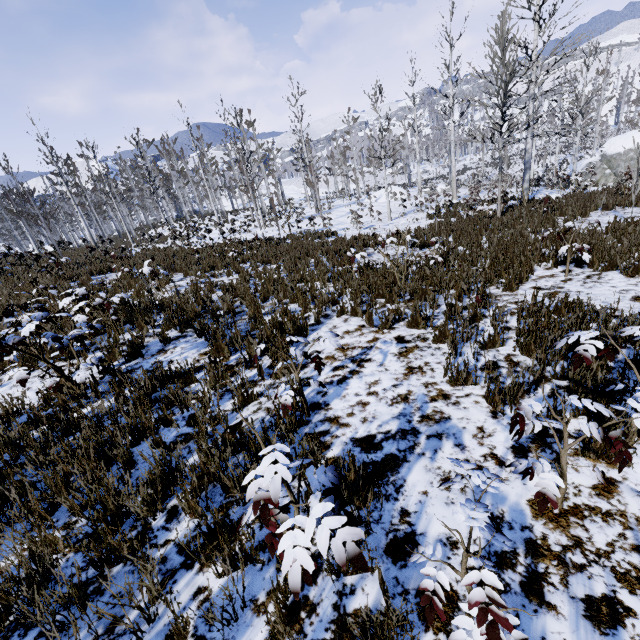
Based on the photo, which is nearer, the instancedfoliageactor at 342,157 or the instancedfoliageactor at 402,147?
the instancedfoliageactor at 342,157

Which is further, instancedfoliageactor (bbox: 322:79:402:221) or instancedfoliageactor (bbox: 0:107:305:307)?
instancedfoliageactor (bbox: 322:79:402:221)

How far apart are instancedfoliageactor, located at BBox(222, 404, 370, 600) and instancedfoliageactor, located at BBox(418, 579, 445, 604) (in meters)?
0.75

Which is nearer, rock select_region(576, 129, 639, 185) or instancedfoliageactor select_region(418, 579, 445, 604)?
instancedfoliageactor select_region(418, 579, 445, 604)

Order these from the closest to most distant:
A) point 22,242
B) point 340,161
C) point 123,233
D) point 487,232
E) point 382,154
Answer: point 487,232, point 382,154, point 22,242, point 340,161, point 123,233

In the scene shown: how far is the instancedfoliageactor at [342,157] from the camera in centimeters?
1784cm

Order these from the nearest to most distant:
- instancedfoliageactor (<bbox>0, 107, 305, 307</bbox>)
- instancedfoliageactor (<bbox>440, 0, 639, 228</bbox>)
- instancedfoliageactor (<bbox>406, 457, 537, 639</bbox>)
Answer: instancedfoliageactor (<bbox>406, 457, 537, 639</bbox>)
instancedfoliageactor (<bbox>440, 0, 639, 228</bbox>)
instancedfoliageactor (<bbox>0, 107, 305, 307</bbox>)

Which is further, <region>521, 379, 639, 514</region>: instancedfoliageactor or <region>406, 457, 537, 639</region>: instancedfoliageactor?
<region>521, 379, 639, 514</region>: instancedfoliageactor
